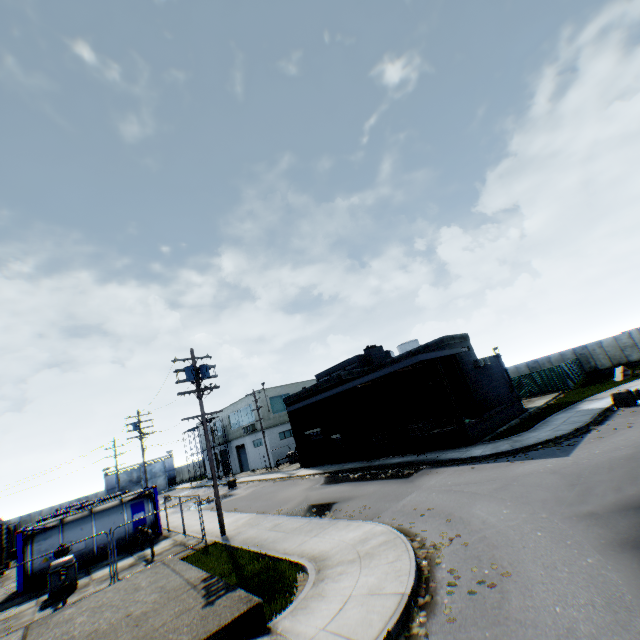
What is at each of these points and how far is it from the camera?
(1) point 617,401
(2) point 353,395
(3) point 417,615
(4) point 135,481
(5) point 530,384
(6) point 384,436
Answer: (1) concrete block, 18.1m
(2) building, 26.7m
(3) leaf decal, 6.4m
(4) metal gate, 59.8m
(5) metal fence, 32.5m
(6) wooden pallet, 25.3m

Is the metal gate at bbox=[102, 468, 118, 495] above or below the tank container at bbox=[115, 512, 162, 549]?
above

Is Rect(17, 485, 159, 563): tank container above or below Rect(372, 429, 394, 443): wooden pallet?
above

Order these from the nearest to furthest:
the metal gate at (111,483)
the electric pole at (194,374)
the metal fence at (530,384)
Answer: the electric pole at (194,374) < the metal fence at (530,384) < the metal gate at (111,483)

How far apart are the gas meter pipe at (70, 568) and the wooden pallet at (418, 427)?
19.4m

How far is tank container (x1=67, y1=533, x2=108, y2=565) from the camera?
18.3 meters

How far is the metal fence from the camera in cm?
3052

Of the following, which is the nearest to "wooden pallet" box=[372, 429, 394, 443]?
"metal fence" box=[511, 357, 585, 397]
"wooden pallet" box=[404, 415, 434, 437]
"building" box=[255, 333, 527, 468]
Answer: "building" box=[255, 333, 527, 468]
